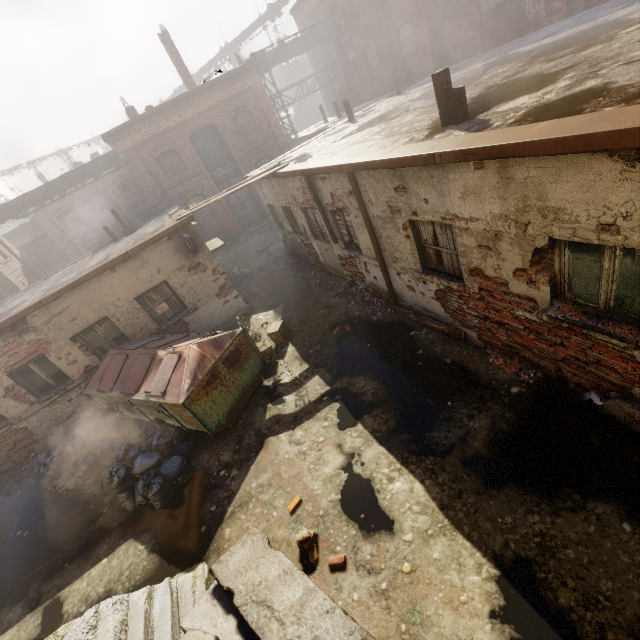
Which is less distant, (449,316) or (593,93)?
(593,93)

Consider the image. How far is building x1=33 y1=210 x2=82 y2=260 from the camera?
22.7 meters

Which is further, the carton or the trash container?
the carton

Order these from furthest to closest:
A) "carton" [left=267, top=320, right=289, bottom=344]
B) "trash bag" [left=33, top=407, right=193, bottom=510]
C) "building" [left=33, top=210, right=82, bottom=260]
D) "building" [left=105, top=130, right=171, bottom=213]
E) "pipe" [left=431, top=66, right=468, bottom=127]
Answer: "building" [left=33, top=210, right=82, bottom=260]
"building" [left=105, top=130, right=171, bottom=213]
"carton" [left=267, top=320, right=289, bottom=344]
"trash bag" [left=33, top=407, right=193, bottom=510]
"pipe" [left=431, top=66, right=468, bottom=127]

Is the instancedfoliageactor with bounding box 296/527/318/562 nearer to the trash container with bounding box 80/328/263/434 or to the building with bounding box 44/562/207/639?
the building with bounding box 44/562/207/639

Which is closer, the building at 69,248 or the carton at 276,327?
the carton at 276,327

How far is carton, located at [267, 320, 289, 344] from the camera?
9.0m

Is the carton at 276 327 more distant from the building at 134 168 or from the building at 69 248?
the building at 69 248
